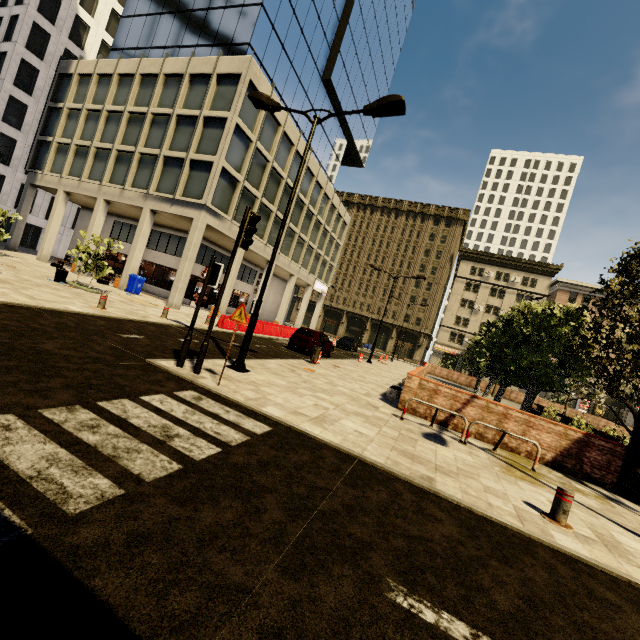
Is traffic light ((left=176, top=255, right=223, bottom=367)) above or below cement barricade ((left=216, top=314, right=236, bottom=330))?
above

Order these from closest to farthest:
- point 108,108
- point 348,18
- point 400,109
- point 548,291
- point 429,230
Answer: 1. point 400,109
2. point 108,108
3. point 348,18
4. point 548,291
5. point 429,230

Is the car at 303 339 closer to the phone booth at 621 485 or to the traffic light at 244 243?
the traffic light at 244 243

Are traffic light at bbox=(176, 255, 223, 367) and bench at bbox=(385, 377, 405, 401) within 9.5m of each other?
yes

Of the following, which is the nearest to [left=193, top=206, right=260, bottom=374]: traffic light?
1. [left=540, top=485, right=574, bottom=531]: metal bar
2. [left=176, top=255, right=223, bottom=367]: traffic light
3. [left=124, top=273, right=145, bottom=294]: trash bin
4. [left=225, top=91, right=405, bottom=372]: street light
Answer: [left=176, top=255, right=223, bottom=367]: traffic light

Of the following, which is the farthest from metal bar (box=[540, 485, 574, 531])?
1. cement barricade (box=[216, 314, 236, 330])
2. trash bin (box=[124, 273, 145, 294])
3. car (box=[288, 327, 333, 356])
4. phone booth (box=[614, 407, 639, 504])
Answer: trash bin (box=[124, 273, 145, 294])

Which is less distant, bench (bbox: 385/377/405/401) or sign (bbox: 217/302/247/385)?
sign (bbox: 217/302/247/385)

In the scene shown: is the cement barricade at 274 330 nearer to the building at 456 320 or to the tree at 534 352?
the building at 456 320
